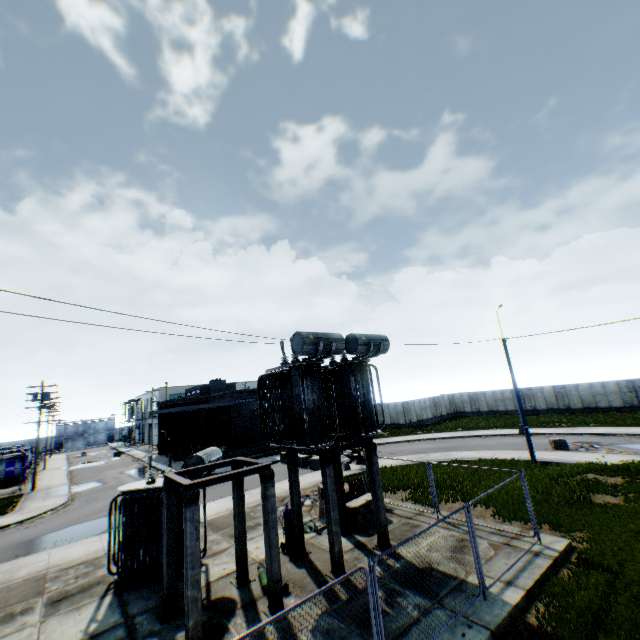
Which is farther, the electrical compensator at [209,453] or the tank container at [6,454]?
the tank container at [6,454]

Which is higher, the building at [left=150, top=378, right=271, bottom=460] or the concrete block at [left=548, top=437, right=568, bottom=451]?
the building at [left=150, top=378, right=271, bottom=460]

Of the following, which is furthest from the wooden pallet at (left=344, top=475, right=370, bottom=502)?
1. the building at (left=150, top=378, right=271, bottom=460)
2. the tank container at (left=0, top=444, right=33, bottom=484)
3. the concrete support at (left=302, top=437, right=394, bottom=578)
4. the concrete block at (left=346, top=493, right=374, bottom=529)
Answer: the tank container at (left=0, top=444, right=33, bottom=484)

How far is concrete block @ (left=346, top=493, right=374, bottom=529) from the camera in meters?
13.0 m

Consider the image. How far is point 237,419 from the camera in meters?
→ 35.8 m

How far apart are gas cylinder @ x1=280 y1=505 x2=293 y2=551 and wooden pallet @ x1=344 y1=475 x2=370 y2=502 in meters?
3.5

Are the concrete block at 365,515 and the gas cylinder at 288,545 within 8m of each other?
yes

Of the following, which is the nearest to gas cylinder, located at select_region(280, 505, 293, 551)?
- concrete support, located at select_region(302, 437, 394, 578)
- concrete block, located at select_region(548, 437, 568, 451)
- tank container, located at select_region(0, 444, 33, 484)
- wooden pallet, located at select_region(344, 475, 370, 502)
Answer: concrete support, located at select_region(302, 437, 394, 578)
